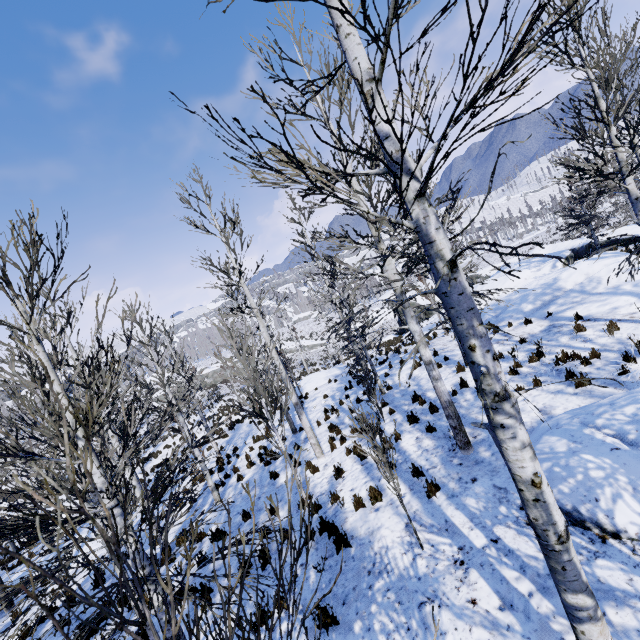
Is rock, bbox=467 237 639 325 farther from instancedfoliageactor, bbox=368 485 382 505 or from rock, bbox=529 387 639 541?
instancedfoliageactor, bbox=368 485 382 505

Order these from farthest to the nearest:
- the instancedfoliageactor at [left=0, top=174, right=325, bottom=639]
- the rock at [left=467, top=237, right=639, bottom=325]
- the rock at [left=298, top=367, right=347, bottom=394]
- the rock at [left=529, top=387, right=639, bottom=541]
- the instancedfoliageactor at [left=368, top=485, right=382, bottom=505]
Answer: the rock at [left=298, top=367, right=347, bottom=394] → the rock at [left=467, top=237, right=639, bottom=325] → the instancedfoliageactor at [left=368, top=485, right=382, bottom=505] → the rock at [left=529, top=387, right=639, bottom=541] → the instancedfoliageactor at [left=0, top=174, right=325, bottom=639]

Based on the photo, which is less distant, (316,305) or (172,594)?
(172,594)

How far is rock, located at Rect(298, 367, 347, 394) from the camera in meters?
24.7

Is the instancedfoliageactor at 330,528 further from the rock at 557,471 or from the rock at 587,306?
the rock at 587,306

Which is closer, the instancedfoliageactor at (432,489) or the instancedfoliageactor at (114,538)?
the instancedfoliageactor at (114,538)

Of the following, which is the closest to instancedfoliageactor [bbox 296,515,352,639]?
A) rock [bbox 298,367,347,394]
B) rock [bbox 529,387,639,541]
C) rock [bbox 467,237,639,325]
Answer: rock [bbox 529,387,639,541]

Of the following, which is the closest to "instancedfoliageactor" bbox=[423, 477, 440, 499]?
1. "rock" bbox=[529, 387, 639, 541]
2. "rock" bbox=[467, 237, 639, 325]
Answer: "rock" bbox=[529, 387, 639, 541]
